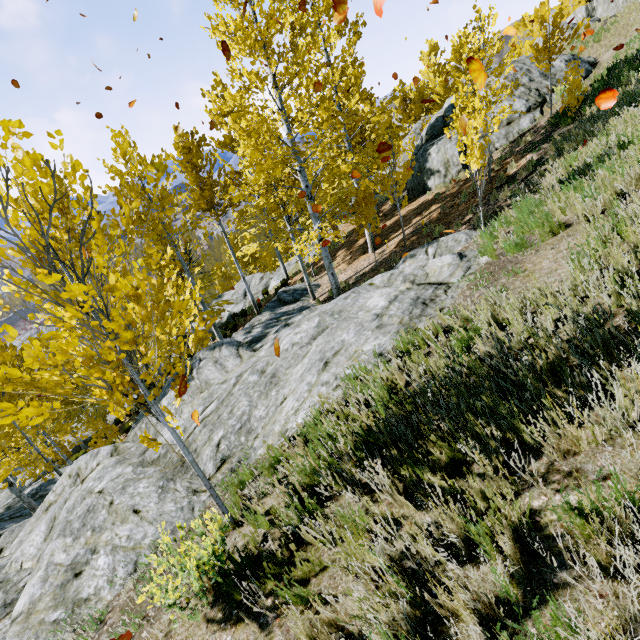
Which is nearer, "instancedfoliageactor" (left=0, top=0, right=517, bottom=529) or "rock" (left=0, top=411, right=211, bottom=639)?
"instancedfoliageactor" (left=0, top=0, right=517, bottom=529)

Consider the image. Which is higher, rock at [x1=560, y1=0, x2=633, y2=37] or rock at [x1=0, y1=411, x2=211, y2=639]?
rock at [x1=560, y1=0, x2=633, y2=37]

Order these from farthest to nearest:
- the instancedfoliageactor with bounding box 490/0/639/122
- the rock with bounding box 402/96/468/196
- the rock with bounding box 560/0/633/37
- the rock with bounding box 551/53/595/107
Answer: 1. the rock with bounding box 560/0/633/37
2. the rock with bounding box 402/96/468/196
3. the rock with bounding box 551/53/595/107
4. the instancedfoliageactor with bounding box 490/0/639/122

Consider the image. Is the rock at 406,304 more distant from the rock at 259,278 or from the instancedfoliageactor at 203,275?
the rock at 259,278

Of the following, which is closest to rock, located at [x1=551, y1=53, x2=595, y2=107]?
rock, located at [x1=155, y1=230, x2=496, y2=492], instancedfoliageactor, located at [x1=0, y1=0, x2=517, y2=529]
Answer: instancedfoliageactor, located at [x1=0, y1=0, x2=517, y2=529]

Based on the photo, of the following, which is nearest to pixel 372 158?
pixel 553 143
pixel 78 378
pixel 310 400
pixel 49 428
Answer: pixel 553 143

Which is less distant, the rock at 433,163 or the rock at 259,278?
the rock at 433,163

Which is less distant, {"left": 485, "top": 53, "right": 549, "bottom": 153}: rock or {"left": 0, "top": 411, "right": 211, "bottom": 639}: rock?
{"left": 0, "top": 411, "right": 211, "bottom": 639}: rock
